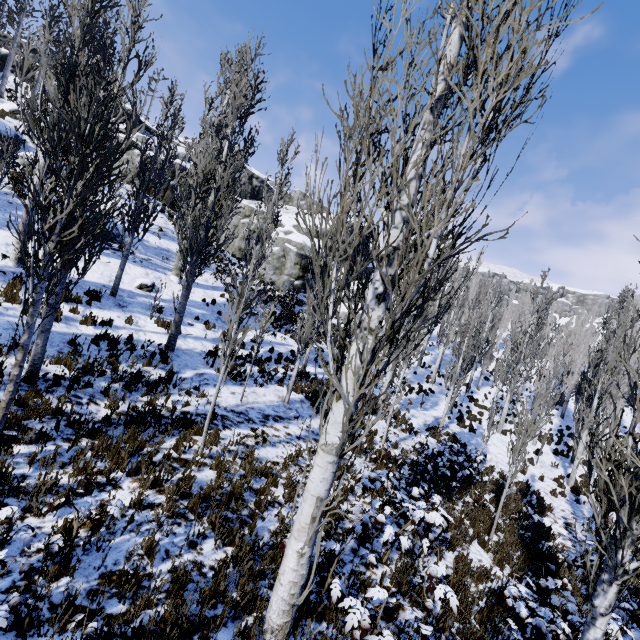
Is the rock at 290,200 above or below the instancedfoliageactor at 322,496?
above

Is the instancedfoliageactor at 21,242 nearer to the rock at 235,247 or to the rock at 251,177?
the rock at 235,247

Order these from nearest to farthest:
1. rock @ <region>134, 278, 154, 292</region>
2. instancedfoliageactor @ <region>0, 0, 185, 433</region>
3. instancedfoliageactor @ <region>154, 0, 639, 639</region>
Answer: instancedfoliageactor @ <region>154, 0, 639, 639</region> < instancedfoliageactor @ <region>0, 0, 185, 433</region> < rock @ <region>134, 278, 154, 292</region>

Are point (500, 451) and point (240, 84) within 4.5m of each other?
no

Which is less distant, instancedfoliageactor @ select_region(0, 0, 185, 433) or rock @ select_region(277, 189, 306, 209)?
instancedfoliageactor @ select_region(0, 0, 185, 433)

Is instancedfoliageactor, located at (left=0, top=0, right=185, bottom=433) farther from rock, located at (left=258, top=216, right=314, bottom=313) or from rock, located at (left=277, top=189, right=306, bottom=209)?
rock, located at (left=277, top=189, right=306, bottom=209)

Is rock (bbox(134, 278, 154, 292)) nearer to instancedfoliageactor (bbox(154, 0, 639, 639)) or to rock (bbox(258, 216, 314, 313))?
instancedfoliageactor (bbox(154, 0, 639, 639))

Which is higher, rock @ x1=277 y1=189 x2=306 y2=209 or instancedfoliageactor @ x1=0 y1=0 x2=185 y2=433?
rock @ x1=277 y1=189 x2=306 y2=209
